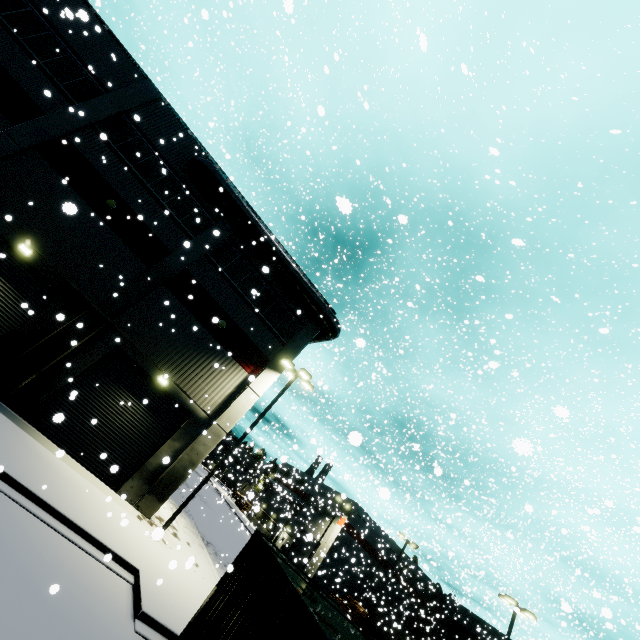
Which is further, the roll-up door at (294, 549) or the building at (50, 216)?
the roll-up door at (294, 549)

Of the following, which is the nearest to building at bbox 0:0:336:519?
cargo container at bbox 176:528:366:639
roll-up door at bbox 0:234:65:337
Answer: roll-up door at bbox 0:234:65:337

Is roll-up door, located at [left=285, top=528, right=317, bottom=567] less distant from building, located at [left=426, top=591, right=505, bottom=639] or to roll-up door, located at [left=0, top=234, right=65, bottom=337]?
building, located at [left=426, top=591, right=505, bottom=639]

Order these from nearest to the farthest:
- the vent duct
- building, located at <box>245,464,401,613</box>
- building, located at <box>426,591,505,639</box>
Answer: the vent duct < building, located at <box>245,464,401,613</box> < building, located at <box>426,591,505,639</box>

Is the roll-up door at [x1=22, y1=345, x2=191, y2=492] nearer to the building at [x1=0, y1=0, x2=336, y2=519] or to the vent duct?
the building at [x1=0, y1=0, x2=336, y2=519]

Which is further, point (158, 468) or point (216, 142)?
point (216, 142)

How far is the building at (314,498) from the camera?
38.3m
